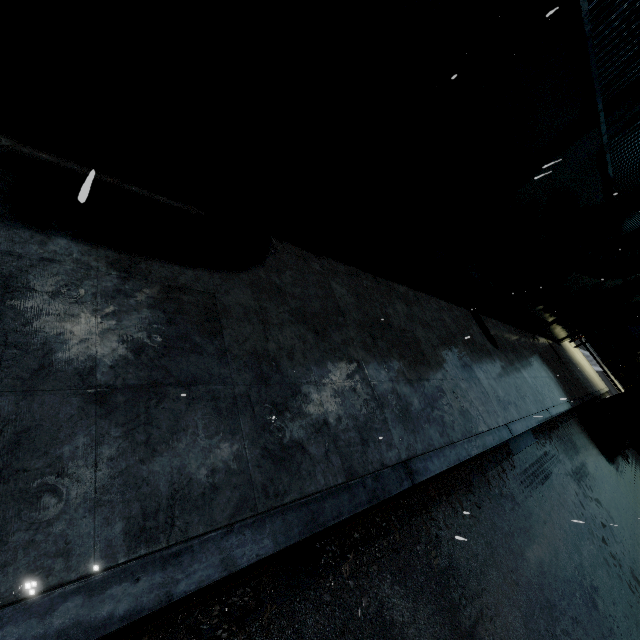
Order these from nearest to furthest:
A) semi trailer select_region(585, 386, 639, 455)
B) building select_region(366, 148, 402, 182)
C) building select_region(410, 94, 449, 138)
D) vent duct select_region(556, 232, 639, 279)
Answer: building select_region(410, 94, 449, 138) < building select_region(366, 148, 402, 182) < vent duct select_region(556, 232, 639, 279) < semi trailer select_region(585, 386, 639, 455)

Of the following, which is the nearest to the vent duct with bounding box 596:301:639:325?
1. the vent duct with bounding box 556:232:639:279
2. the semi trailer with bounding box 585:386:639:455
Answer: the semi trailer with bounding box 585:386:639:455

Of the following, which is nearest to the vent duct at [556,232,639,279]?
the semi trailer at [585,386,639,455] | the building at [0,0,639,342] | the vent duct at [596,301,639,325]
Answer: the building at [0,0,639,342]

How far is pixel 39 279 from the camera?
2.8 meters

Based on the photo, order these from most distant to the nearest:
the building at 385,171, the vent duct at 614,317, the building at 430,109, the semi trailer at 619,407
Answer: the vent duct at 614,317
the semi trailer at 619,407
the building at 385,171
the building at 430,109

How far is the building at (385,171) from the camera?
5.31m

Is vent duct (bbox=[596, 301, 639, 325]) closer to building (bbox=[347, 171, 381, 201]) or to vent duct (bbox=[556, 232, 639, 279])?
building (bbox=[347, 171, 381, 201])

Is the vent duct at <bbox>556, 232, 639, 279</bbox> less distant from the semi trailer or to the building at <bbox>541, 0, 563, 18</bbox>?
the building at <bbox>541, 0, 563, 18</bbox>
